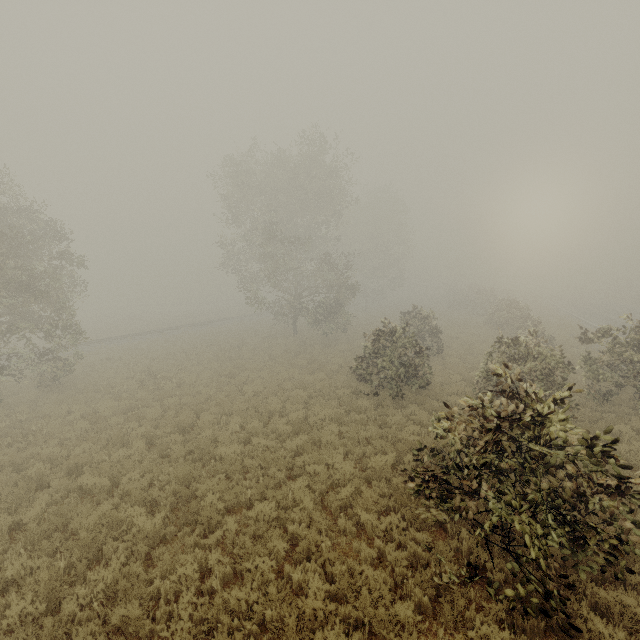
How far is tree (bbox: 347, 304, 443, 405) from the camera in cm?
1384

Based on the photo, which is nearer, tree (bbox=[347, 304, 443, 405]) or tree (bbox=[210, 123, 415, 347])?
tree (bbox=[347, 304, 443, 405])

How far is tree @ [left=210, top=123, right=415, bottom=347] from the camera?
25.5 meters

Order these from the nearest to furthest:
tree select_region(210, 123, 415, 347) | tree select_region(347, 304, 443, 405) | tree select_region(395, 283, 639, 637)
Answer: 1. tree select_region(395, 283, 639, 637)
2. tree select_region(347, 304, 443, 405)
3. tree select_region(210, 123, 415, 347)

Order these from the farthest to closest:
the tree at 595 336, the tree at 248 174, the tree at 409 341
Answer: the tree at 248 174, the tree at 409 341, the tree at 595 336

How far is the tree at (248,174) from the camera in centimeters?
2553cm

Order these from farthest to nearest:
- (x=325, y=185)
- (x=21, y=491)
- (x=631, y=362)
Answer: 1. (x=325, y=185)
2. (x=631, y=362)
3. (x=21, y=491)
